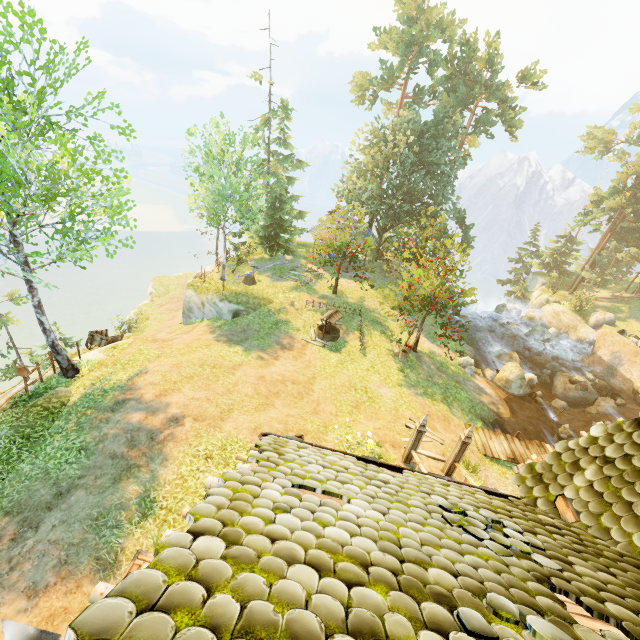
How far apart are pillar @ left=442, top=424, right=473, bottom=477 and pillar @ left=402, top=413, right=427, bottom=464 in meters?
1.3

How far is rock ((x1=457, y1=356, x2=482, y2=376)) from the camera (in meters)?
21.20

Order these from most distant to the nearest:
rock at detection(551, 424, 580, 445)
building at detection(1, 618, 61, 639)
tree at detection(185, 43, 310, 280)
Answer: tree at detection(185, 43, 310, 280) → rock at detection(551, 424, 580, 445) → building at detection(1, 618, 61, 639)

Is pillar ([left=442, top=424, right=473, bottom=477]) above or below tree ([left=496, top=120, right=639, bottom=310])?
below

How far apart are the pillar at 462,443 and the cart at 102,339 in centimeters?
1904cm

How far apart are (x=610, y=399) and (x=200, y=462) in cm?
2856

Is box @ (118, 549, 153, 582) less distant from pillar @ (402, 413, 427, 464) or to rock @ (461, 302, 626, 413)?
pillar @ (402, 413, 427, 464)

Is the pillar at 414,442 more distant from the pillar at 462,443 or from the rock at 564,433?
the rock at 564,433
